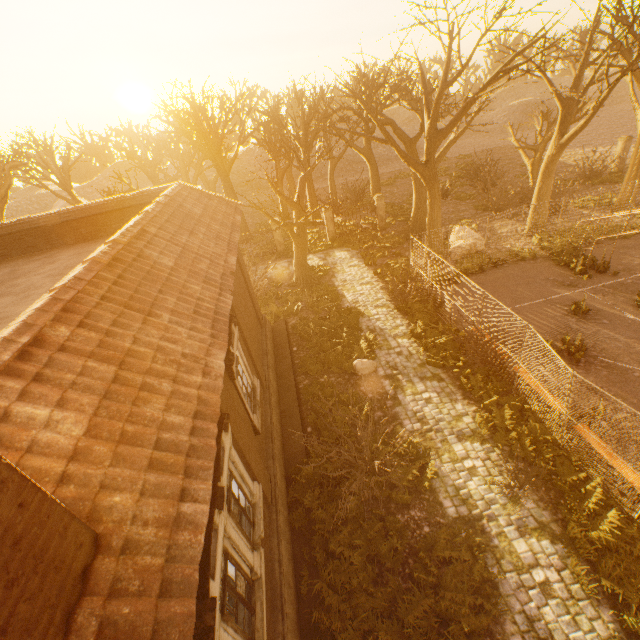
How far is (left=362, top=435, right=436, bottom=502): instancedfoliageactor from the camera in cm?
845

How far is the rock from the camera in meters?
12.4 m

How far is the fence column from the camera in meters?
24.8

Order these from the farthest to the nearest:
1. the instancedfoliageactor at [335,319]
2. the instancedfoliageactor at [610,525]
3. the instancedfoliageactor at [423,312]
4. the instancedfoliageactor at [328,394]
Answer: the instancedfoliageactor at [335,319]
the instancedfoliageactor at [423,312]
the instancedfoliageactor at [328,394]
the instancedfoliageactor at [610,525]

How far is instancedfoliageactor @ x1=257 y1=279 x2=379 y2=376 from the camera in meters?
13.2 m

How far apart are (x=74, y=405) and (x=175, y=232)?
5.40m

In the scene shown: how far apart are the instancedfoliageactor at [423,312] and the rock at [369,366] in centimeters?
182cm
